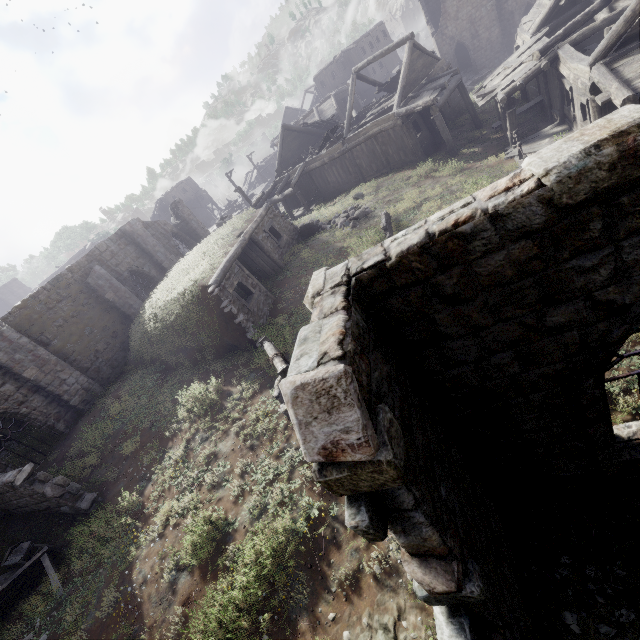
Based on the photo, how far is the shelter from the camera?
12.2 meters

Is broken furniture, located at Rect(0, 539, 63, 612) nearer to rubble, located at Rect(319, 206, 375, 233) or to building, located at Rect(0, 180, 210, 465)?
building, located at Rect(0, 180, 210, 465)

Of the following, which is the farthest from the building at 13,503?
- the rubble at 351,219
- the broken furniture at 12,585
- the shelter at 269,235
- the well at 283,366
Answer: the rubble at 351,219

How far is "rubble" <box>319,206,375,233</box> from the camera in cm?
1761

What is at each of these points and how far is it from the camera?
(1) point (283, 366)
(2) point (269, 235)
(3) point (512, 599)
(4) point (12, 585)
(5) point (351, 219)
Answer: (1) well, 8.09m
(2) shelter, 16.97m
(3) building, 3.55m
(4) broken furniture, 8.19m
(5) rubble, 18.11m

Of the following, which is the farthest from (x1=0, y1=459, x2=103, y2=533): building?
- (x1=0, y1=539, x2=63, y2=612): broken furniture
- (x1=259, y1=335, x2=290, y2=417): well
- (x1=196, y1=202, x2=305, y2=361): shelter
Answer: (x1=259, y1=335, x2=290, y2=417): well

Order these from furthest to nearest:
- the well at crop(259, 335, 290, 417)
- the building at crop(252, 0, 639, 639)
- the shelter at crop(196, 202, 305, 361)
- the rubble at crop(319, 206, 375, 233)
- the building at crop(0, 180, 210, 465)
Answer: the rubble at crop(319, 206, 375, 233)
the building at crop(0, 180, 210, 465)
the shelter at crop(196, 202, 305, 361)
the well at crop(259, 335, 290, 417)
the building at crop(252, 0, 639, 639)

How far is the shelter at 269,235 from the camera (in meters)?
12.21
